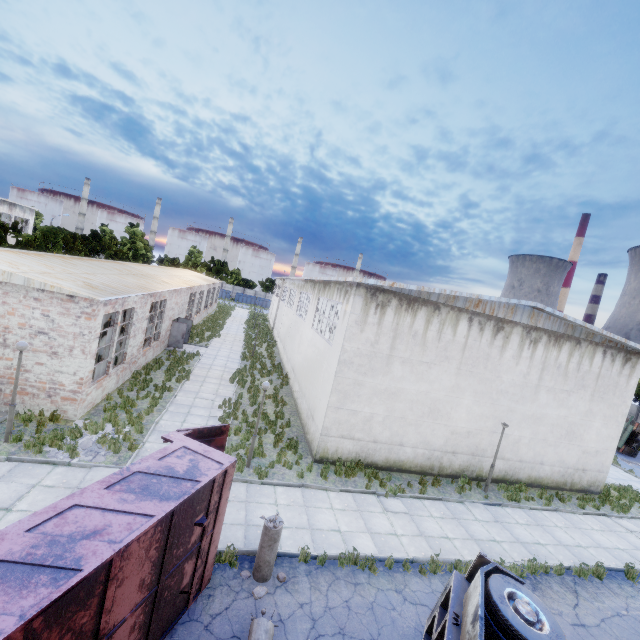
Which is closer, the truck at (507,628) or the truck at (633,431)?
the truck at (507,628)

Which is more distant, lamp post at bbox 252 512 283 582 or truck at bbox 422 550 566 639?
lamp post at bbox 252 512 283 582

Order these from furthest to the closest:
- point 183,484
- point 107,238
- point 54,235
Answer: point 107,238, point 54,235, point 183,484

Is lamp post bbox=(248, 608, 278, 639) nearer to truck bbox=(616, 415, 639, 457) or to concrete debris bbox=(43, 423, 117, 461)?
concrete debris bbox=(43, 423, 117, 461)

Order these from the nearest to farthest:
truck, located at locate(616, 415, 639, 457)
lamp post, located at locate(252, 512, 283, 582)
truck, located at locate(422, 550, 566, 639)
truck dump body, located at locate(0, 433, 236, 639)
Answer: truck dump body, located at locate(0, 433, 236, 639) < truck, located at locate(422, 550, 566, 639) < lamp post, located at locate(252, 512, 283, 582) < truck, located at locate(616, 415, 639, 457)

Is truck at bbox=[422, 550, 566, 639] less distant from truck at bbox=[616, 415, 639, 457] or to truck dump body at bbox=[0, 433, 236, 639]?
truck dump body at bbox=[0, 433, 236, 639]

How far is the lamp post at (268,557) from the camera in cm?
776

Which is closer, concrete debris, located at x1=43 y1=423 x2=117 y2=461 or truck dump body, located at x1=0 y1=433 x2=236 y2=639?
truck dump body, located at x1=0 y1=433 x2=236 y2=639
